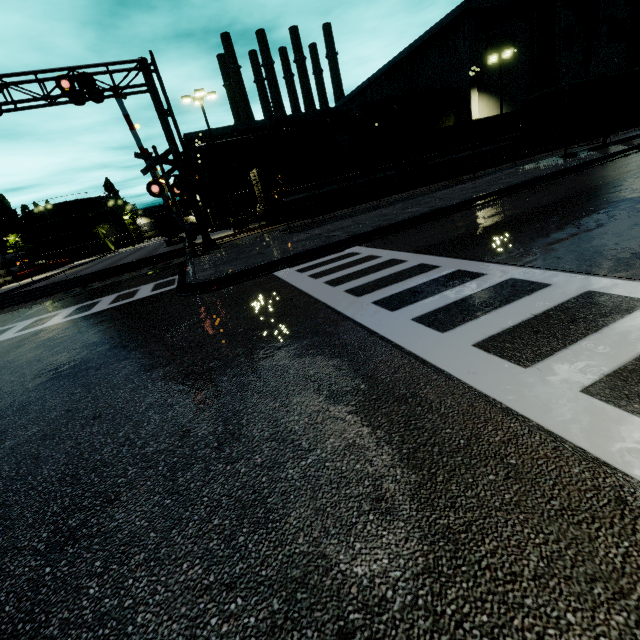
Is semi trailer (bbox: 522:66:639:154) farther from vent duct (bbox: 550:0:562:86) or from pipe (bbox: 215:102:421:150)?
vent duct (bbox: 550:0:562:86)

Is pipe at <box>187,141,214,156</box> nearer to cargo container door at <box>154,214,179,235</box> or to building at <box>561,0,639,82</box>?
building at <box>561,0,639,82</box>

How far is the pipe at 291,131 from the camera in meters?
36.5 m

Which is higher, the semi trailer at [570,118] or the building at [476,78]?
the building at [476,78]

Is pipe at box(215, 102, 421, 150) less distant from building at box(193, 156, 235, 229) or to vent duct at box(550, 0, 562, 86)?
building at box(193, 156, 235, 229)

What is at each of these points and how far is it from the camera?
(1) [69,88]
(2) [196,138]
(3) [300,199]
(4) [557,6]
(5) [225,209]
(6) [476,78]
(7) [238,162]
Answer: (1) railroad crossing overhang, 13.5 meters
(2) building, 35.4 meters
(3) flatcar, 24.7 meters
(4) vent duct, 35.7 meters
(5) building, 39.3 meters
(6) building, 35.7 meters
(7) building, 38.5 meters

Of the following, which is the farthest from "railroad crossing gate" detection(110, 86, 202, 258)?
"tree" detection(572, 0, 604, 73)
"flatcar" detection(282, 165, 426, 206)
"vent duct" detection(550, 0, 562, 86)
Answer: "vent duct" detection(550, 0, 562, 86)

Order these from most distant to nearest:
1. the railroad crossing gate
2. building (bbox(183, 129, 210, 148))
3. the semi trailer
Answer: building (bbox(183, 129, 210, 148)) → the semi trailer → the railroad crossing gate
